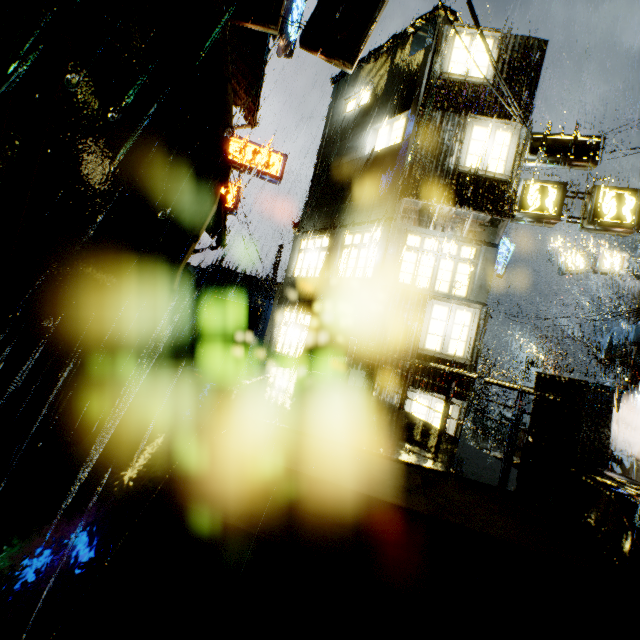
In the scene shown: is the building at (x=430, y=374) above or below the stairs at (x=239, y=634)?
above

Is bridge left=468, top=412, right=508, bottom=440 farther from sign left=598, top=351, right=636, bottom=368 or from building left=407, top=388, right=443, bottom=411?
sign left=598, top=351, right=636, bottom=368

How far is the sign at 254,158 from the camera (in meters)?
18.50

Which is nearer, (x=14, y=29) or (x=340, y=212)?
(x=14, y=29)

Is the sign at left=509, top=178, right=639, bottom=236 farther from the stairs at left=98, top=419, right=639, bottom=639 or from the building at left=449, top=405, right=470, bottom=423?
the stairs at left=98, top=419, right=639, bottom=639

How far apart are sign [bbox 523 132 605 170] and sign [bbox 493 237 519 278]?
9.6m

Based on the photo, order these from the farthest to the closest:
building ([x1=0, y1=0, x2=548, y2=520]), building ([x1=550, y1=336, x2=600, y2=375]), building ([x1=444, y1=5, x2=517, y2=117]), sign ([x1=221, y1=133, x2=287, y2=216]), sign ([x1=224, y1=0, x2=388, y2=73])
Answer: building ([x1=550, y1=336, x2=600, y2=375]), sign ([x1=221, y1=133, x2=287, y2=216]), building ([x1=444, y1=5, x2=517, y2=117]), sign ([x1=224, y1=0, x2=388, y2=73]), building ([x1=0, y1=0, x2=548, y2=520])

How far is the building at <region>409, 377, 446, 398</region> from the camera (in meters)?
10.16
